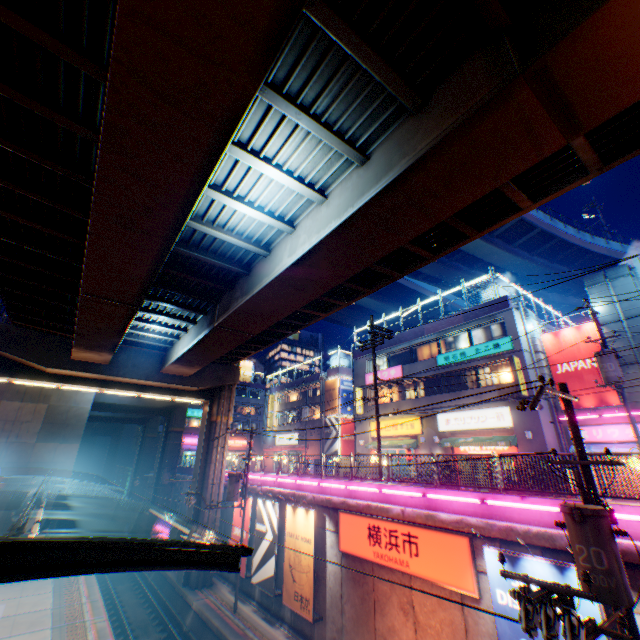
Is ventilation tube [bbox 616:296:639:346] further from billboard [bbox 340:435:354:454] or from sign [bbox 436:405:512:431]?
billboard [bbox 340:435:354:454]

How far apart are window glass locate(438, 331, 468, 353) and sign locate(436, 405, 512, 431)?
4.33m

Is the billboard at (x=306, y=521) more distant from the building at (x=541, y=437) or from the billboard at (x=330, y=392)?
the billboard at (x=330, y=392)

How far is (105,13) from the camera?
5.92m

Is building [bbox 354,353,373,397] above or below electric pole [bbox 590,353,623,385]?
above

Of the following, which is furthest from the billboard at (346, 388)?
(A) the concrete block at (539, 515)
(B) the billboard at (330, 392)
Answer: (A) the concrete block at (539, 515)

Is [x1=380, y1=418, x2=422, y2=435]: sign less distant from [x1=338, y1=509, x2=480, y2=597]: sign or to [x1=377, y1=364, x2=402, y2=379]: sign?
[x1=377, y1=364, x2=402, y2=379]: sign

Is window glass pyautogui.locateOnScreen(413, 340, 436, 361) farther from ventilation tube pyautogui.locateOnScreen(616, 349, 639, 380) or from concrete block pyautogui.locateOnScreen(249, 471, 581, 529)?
concrete block pyautogui.locateOnScreen(249, 471, 581, 529)
